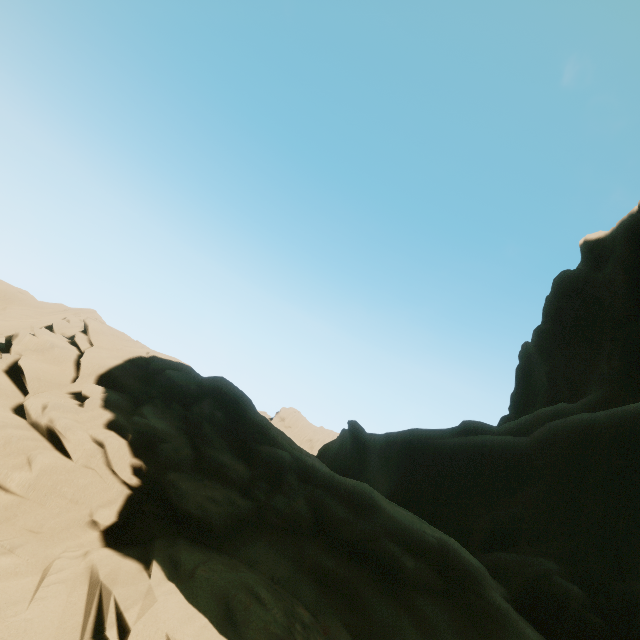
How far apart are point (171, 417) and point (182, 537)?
3.3 meters
